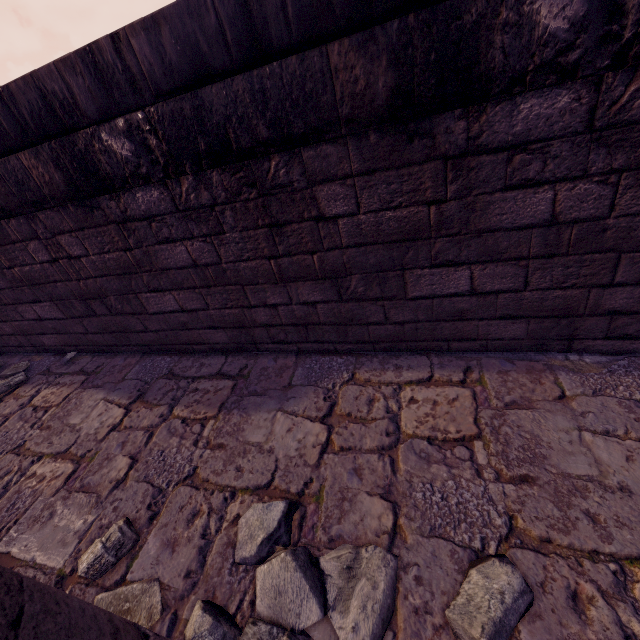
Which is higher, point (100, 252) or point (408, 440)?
point (100, 252)

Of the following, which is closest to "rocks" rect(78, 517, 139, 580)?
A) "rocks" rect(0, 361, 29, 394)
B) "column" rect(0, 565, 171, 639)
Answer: "column" rect(0, 565, 171, 639)

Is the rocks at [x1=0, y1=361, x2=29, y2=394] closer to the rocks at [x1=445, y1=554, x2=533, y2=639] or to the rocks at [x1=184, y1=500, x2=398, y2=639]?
the rocks at [x1=184, y1=500, x2=398, y2=639]

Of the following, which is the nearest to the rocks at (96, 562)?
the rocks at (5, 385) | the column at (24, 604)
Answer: the column at (24, 604)

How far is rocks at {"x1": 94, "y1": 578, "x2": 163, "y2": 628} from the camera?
1.68m

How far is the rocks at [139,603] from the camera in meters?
1.7

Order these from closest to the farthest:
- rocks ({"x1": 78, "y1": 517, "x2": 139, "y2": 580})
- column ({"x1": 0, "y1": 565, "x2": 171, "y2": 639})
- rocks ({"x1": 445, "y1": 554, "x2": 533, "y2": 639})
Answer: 1. column ({"x1": 0, "y1": 565, "x2": 171, "y2": 639})
2. rocks ({"x1": 445, "y1": 554, "x2": 533, "y2": 639})
3. rocks ({"x1": 78, "y1": 517, "x2": 139, "y2": 580})

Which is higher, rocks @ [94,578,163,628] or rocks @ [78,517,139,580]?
rocks @ [78,517,139,580]
